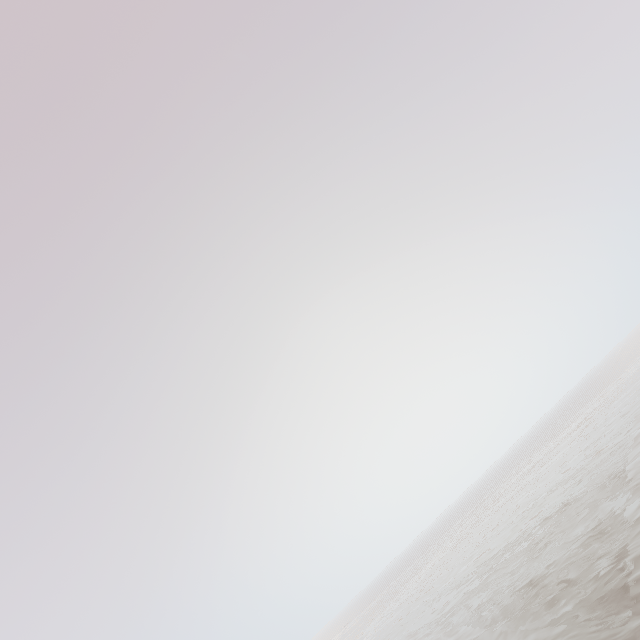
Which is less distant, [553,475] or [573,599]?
[573,599]
